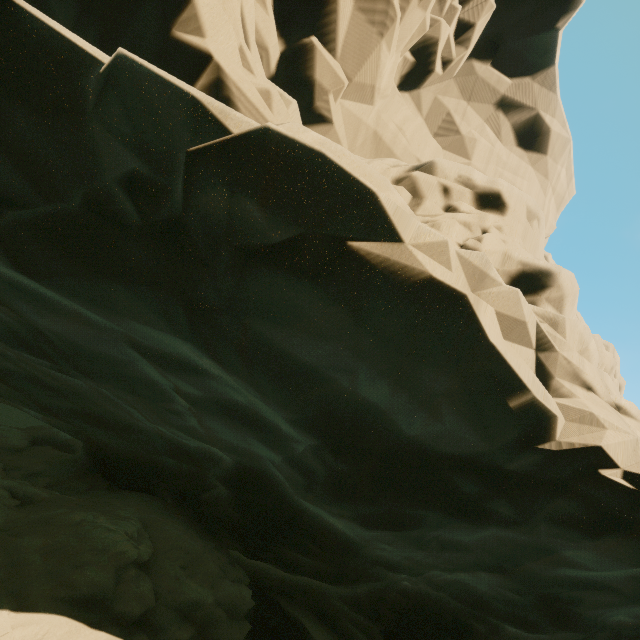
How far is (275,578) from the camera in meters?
12.6
